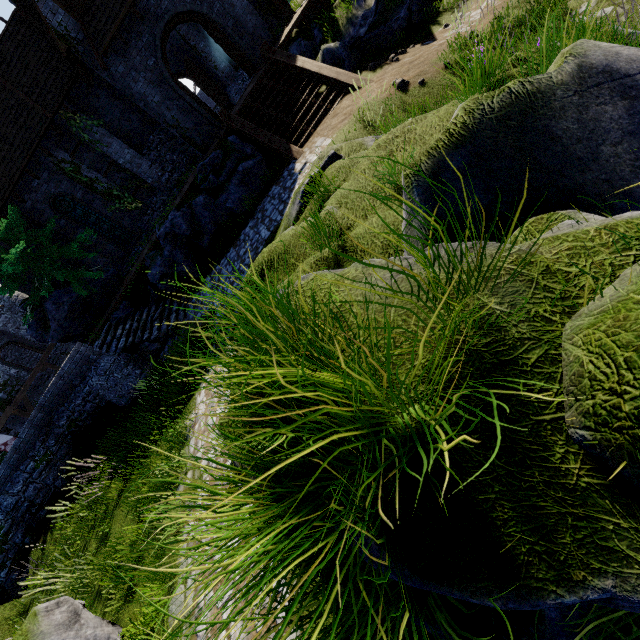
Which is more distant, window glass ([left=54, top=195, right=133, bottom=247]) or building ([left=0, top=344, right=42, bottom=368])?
building ([left=0, top=344, right=42, bottom=368])

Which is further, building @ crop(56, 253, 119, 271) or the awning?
building @ crop(56, 253, 119, 271)

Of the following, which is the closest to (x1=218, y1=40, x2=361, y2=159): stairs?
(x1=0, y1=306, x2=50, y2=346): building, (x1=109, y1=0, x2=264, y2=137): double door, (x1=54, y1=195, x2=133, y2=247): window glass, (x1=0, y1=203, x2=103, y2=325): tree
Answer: (x1=109, y1=0, x2=264, y2=137): double door

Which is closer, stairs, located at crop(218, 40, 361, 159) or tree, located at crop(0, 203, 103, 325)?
stairs, located at crop(218, 40, 361, 159)

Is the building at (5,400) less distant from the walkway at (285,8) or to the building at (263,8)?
the building at (263,8)

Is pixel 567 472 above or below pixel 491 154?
above

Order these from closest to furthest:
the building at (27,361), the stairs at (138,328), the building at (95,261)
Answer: the stairs at (138,328), the building at (95,261), the building at (27,361)

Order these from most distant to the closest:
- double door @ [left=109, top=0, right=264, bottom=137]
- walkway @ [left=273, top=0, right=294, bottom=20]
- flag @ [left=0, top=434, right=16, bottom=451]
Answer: flag @ [left=0, top=434, right=16, bottom=451], walkway @ [left=273, top=0, right=294, bottom=20], double door @ [left=109, top=0, right=264, bottom=137]
